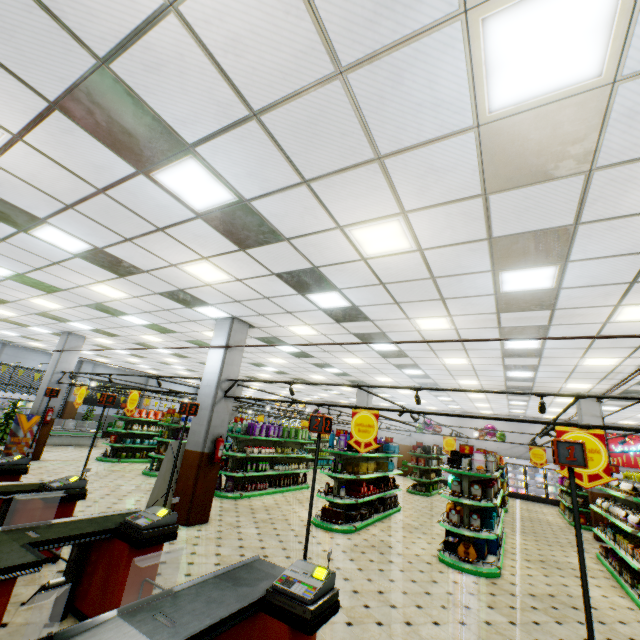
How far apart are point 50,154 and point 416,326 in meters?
7.0 m

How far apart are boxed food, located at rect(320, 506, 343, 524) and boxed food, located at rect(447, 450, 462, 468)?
3.08m

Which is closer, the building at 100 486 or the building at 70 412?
the building at 100 486

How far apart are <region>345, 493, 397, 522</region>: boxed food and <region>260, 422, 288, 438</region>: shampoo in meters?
4.0

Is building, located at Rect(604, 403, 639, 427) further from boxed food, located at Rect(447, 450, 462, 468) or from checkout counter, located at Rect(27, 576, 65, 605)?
boxed food, located at Rect(447, 450, 462, 468)

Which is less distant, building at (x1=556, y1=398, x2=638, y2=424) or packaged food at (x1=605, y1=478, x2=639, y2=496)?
packaged food at (x1=605, y1=478, x2=639, y2=496)

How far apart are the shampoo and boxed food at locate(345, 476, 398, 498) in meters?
3.7

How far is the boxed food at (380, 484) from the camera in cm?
905
